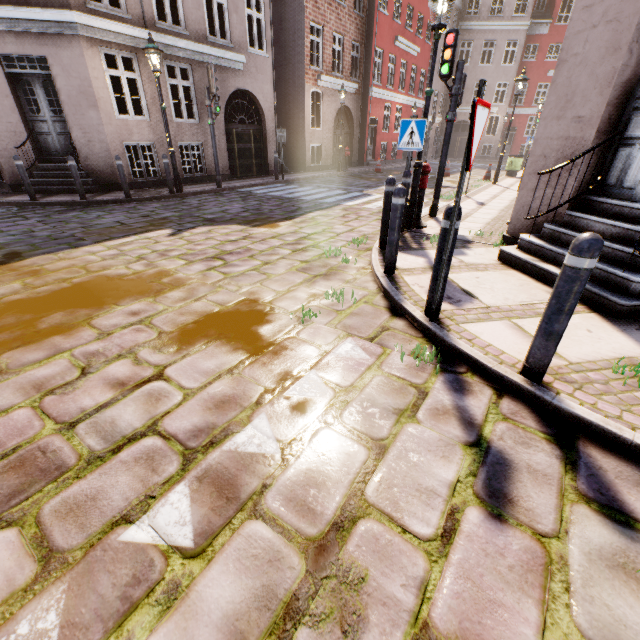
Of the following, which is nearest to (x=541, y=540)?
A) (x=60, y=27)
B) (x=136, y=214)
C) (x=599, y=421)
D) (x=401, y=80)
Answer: (x=599, y=421)

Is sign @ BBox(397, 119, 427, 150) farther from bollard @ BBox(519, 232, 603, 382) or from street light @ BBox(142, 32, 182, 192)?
street light @ BBox(142, 32, 182, 192)

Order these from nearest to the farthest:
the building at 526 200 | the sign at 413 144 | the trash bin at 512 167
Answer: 1. the building at 526 200
2. the sign at 413 144
3. the trash bin at 512 167

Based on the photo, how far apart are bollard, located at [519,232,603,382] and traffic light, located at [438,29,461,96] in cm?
616

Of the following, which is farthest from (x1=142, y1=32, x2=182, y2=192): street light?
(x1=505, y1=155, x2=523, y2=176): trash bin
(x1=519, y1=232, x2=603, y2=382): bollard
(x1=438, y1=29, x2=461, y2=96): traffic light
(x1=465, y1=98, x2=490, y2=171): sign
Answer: (x1=505, y1=155, x2=523, y2=176): trash bin

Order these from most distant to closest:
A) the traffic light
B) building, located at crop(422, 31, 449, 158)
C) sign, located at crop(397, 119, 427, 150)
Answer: building, located at crop(422, 31, 449, 158)
the traffic light
sign, located at crop(397, 119, 427, 150)

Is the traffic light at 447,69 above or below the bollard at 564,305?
above

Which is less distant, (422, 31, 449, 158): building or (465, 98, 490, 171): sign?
(465, 98, 490, 171): sign
